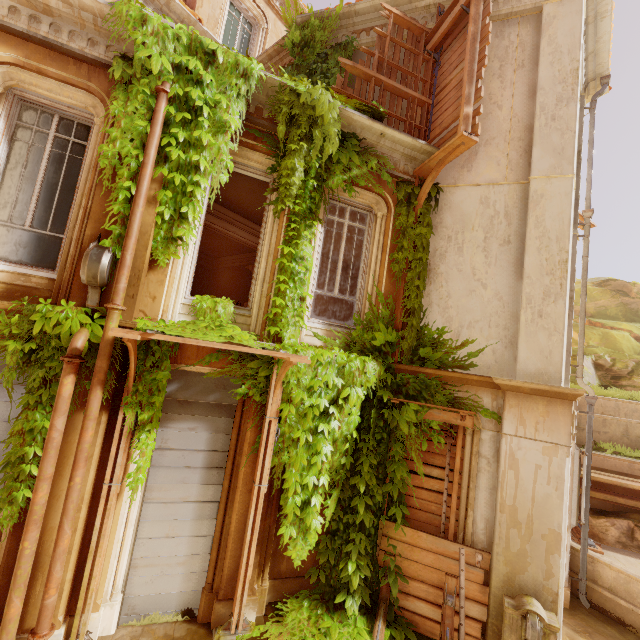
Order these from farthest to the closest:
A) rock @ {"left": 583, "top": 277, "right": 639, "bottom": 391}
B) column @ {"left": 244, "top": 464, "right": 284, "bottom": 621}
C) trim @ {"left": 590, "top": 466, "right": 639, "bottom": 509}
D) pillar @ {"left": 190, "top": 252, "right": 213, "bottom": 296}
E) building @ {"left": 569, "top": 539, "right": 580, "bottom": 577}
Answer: pillar @ {"left": 190, "top": 252, "right": 213, "bottom": 296}, rock @ {"left": 583, "top": 277, "right": 639, "bottom": 391}, trim @ {"left": 590, "top": 466, "right": 639, "bottom": 509}, building @ {"left": 569, "top": 539, "right": 580, "bottom": 577}, column @ {"left": 244, "top": 464, "right": 284, "bottom": 621}

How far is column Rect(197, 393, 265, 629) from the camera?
5.1 meters

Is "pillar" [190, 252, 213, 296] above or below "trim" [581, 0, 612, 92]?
below

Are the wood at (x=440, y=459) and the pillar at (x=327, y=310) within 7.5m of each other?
yes

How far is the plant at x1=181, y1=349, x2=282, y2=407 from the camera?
5.29m

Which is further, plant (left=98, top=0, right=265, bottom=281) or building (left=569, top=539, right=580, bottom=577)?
building (left=569, top=539, right=580, bottom=577)

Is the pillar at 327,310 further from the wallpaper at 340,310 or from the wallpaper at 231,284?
the wallpaper at 231,284

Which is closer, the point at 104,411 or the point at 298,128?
the point at 104,411
